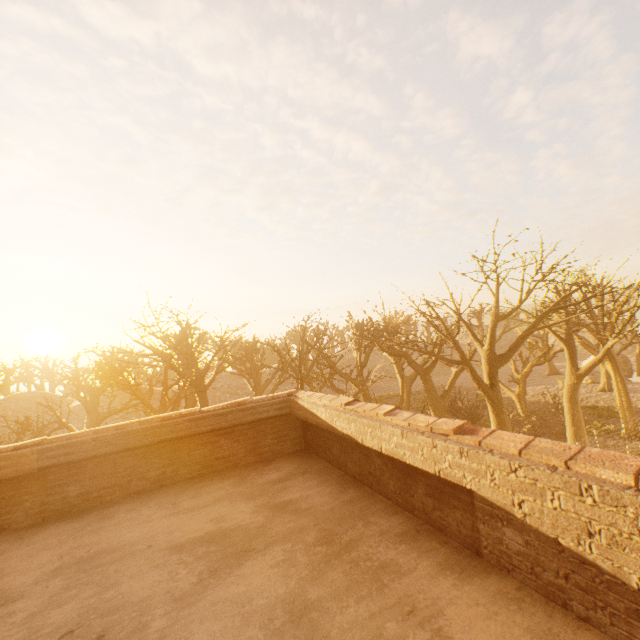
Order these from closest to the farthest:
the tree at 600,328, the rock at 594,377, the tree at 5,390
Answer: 1. the tree at 600,328
2. the rock at 594,377
3. the tree at 5,390

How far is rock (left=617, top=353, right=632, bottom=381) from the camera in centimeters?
3808cm

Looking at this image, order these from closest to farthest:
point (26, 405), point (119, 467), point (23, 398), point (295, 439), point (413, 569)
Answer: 1. point (413, 569)
2. point (119, 467)
3. point (295, 439)
4. point (26, 405)
5. point (23, 398)

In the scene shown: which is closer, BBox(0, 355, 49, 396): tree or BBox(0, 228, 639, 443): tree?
BBox(0, 228, 639, 443): tree

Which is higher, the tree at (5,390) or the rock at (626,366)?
the tree at (5,390)

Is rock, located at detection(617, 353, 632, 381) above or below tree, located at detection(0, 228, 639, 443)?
below

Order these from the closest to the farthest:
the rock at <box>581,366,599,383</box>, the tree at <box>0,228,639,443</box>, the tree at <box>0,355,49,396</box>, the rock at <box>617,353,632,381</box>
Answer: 1. the tree at <box>0,228,639,443</box>
2. the rock at <box>581,366,599,383</box>
3. the rock at <box>617,353,632,381</box>
4. the tree at <box>0,355,49,396</box>
